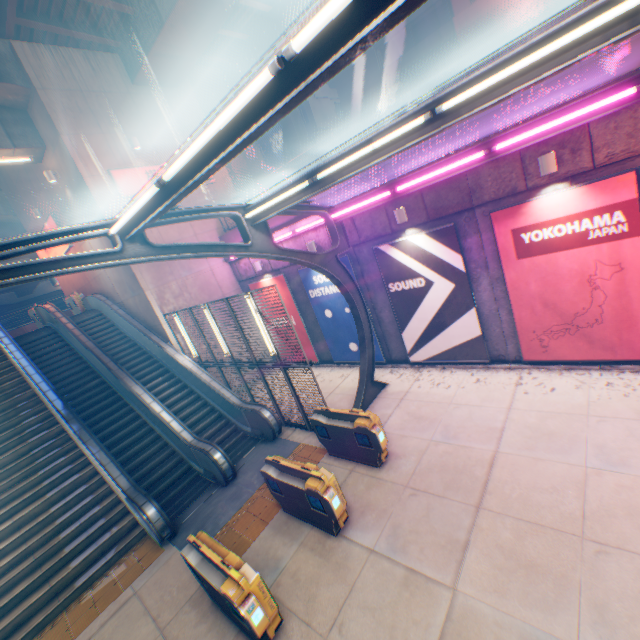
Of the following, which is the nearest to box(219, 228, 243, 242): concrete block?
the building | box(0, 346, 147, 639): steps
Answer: box(0, 346, 147, 639): steps

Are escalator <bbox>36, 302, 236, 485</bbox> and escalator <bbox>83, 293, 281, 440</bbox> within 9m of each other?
yes

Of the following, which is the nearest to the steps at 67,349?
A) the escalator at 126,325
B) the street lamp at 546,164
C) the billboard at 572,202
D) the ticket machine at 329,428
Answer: the escalator at 126,325

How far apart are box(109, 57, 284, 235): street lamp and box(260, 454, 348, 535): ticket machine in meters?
5.5

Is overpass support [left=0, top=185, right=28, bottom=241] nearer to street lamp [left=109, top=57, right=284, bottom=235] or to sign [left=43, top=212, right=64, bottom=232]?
sign [left=43, top=212, right=64, bottom=232]

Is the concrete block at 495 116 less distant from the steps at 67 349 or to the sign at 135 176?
the sign at 135 176

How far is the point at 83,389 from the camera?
12.3 meters

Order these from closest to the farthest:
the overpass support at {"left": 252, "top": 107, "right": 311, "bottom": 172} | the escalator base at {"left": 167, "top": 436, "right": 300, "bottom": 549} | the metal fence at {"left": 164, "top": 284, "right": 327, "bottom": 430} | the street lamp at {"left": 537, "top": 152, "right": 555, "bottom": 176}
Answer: the street lamp at {"left": 537, "top": 152, "right": 555, "bottom": 176}, the escalator base at {"left": 167, "top": 436, "right": 300, "bottom": 549}, the metal fence at {"left": 164, "top": 284, "right": 327, "bottom": 430}, the overpass support at {"left": 252, "top": 107, "right": 311, "bottom": 172}
